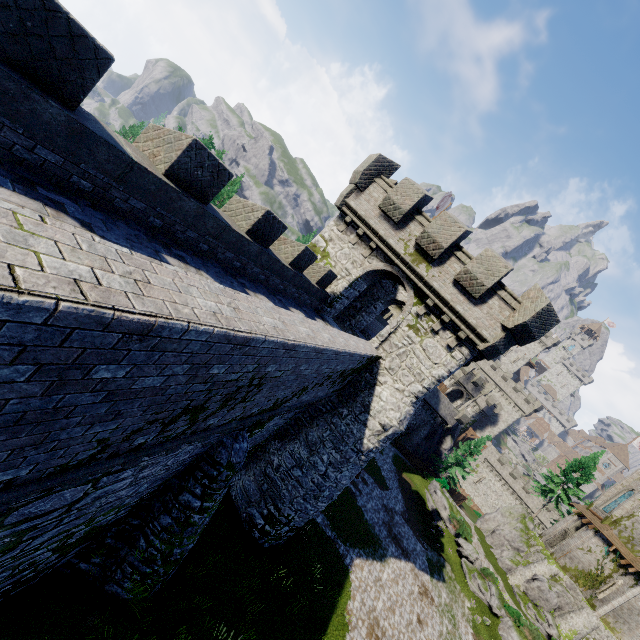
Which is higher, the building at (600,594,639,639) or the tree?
the tree

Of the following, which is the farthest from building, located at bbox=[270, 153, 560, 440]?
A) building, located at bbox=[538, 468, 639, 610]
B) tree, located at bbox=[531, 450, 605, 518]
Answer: building, located at bbox=[538, 468, 639, 610]

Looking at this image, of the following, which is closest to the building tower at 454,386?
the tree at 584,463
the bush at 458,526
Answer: the tree at 584,463

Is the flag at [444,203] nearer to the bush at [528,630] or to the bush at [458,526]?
the bush at [458,526]

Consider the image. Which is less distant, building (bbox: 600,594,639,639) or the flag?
the flag

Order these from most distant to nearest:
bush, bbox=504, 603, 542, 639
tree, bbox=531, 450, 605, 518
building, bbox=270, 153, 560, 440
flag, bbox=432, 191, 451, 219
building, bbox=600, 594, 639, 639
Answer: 1. tree, bbox=531, 450, 605, 518
2. building, bbox=600, 594, 639, 639
3. bush, bbox=504, 603, 542, 639
4. flag, bbox=432, 191, 451, 219
5. building, bbox=270, 153, 560, 440

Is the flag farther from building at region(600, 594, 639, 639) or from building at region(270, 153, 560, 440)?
building at region(600, 594, 639, 639)

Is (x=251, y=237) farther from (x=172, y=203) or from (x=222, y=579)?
(x=222, y=579)
